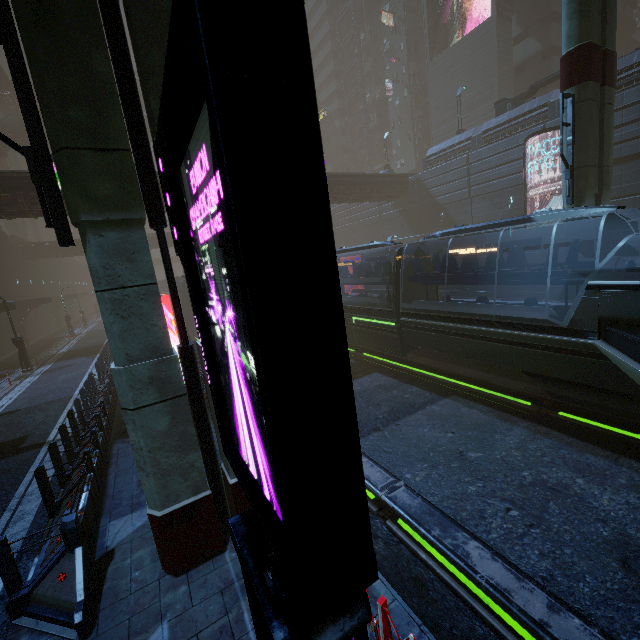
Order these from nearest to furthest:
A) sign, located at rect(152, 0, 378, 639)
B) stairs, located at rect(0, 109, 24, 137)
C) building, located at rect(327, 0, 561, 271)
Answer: sign, located at rect(152, 0, 378, 639), building, located at rect(327, 0, 561, 271), stairs, located at rect(0, 109, 24, 137)

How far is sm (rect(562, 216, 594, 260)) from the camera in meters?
11.1 m

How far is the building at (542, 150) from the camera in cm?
2230

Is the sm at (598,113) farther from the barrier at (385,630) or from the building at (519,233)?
the barrier at (385,630)

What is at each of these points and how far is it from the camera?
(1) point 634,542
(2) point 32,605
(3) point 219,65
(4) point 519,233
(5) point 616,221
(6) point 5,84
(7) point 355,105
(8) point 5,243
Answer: (1) train rail, 5.9 meters
(2) barrier, 5.0 meters
(3) sign, 1.3 meters
(4) building, 25.4 meters
(5) building, 20.2 meters
(6) bridge, 53.5 meters
(7) building, 56.5 meters
(8) building, 37.5 meters

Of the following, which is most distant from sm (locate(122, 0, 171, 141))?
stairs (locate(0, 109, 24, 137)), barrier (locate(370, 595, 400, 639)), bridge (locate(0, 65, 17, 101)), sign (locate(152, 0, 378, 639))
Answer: stairs (locate(0, 109, 24, 137))

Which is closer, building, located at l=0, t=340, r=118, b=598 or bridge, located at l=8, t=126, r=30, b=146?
building, located at l=0, t=340, r=118, b=598

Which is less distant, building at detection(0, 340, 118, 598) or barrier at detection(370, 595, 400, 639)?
barrier at detection(370, 595, 400, 639)
